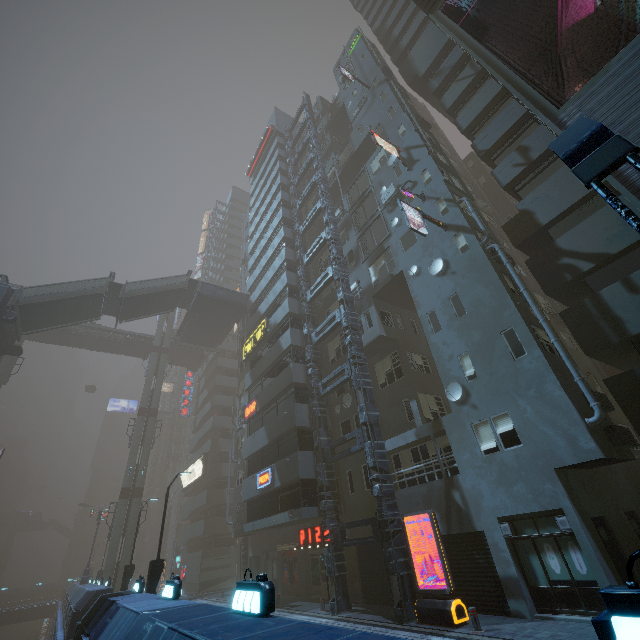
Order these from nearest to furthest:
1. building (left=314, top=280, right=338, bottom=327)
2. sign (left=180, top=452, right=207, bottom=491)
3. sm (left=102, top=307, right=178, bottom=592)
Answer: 1. building (left=314, top=280, right=338, bottom=327)
2. sm (left=102, top=307, right=178, bottom=592)
3. sign (left=180, top=452, right=207, bottom=491)

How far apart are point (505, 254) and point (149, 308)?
32.4 meters

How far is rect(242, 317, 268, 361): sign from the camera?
28.1 meters

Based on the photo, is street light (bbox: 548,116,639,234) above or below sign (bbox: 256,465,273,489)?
below

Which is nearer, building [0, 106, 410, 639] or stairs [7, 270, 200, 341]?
building [0, 106, 410, 639]

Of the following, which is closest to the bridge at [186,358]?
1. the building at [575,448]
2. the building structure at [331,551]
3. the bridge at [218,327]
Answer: the building at [575,448]

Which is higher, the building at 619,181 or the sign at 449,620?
the building at 619,181

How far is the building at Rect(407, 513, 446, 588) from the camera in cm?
1354
